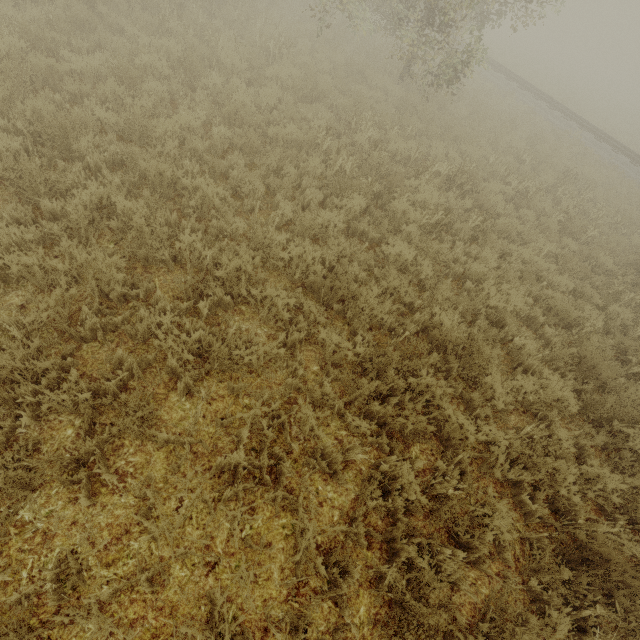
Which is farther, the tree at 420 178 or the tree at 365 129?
the tree at 365 129

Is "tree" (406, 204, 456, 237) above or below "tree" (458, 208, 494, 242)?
below

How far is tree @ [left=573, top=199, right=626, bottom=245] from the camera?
9.1m

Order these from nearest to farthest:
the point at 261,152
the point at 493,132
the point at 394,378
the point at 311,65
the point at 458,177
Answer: the point at 394,378 < the point at 261,152 < the point at 458,177 < the point at 311,65 < the point at 493,132

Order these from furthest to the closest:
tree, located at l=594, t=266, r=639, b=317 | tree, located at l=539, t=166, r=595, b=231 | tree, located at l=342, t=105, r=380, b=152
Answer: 1. tree, located at l=539, t=166, r=595, b=231
2. tree, located at l=342, t=105, r=380, b=152
3. tree, located at l=594, t=266, r=639, b=317

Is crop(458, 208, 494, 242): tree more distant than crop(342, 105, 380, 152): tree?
No
